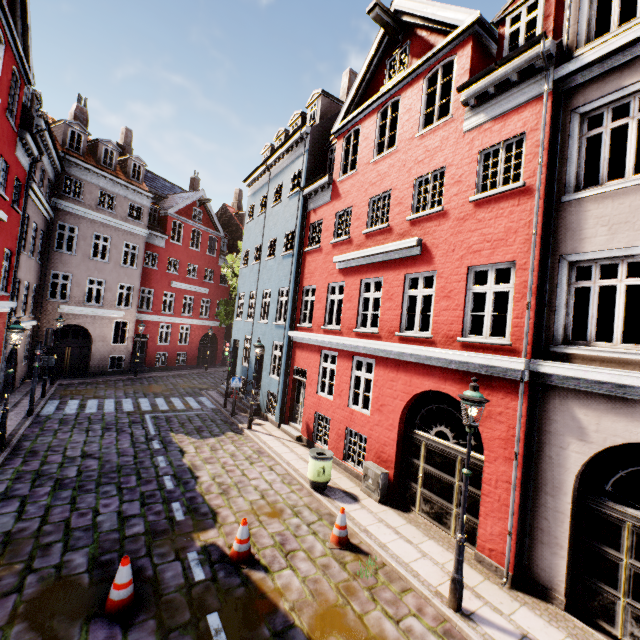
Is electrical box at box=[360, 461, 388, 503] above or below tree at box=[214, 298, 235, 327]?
below

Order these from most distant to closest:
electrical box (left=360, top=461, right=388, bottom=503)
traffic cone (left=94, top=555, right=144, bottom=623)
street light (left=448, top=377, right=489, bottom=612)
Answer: electrical box (left=360, top=461, right=388, bottom=503) → street light (left=448, top=377, right=489, bottom=612) → traffic cone (left=94, top=555, right=144, bottom=623)

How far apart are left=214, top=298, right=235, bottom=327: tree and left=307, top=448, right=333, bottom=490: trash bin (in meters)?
15.90

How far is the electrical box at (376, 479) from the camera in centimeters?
888cm

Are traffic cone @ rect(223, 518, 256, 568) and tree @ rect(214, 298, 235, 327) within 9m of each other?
no

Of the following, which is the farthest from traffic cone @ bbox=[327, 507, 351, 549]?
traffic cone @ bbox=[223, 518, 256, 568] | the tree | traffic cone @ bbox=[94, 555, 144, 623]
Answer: the tree

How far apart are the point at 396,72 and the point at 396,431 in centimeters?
1186cm

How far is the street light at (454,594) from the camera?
5.5 meters
